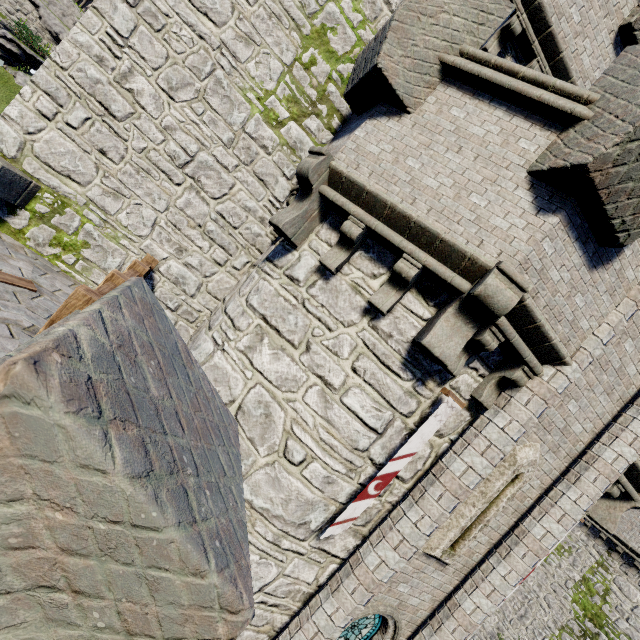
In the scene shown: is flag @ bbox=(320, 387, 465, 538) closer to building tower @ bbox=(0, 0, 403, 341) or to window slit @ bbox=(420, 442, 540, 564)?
window slit @ bbox=(420, 442, 540, 564)

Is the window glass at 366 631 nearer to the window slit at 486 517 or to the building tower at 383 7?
the window slit at 486 517

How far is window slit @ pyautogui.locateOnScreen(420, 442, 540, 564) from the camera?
5.7 meters

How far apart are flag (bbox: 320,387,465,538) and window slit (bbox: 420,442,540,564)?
1.86m

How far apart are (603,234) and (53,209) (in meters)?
8.47

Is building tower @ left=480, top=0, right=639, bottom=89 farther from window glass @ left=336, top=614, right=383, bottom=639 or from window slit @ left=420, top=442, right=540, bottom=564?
window slit @ left=420, top=442, right=540, bottom=564

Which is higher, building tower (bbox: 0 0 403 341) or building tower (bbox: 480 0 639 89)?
building tower (bbox: 480 0 639 89)

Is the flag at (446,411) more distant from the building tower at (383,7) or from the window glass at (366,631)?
the building tower at (383,7)
